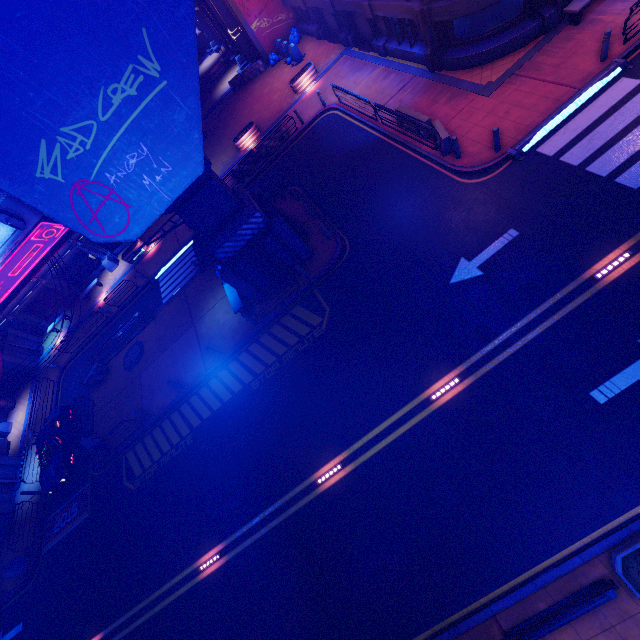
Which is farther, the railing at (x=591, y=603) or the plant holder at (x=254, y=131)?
the plant holder at (x=254, y=131)

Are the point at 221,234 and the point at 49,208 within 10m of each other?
yes

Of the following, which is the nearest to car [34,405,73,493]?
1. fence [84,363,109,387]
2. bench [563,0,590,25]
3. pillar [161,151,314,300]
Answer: fence [84,363,109,387]

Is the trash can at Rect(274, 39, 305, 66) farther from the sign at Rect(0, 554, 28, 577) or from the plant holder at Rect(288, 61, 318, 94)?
the sign at Rect(0, 554, 28, 577)

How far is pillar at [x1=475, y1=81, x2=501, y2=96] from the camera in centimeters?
1473cm

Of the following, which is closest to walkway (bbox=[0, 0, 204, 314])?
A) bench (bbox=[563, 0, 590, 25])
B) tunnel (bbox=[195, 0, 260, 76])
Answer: tunnel (bbox=[195, 0, 260, 76])

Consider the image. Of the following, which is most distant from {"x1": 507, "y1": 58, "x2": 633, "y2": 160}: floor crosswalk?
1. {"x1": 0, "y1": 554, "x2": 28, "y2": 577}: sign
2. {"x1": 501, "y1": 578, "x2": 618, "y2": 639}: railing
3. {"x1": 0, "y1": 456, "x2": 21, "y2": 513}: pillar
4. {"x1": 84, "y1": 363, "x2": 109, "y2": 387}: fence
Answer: {"x1": 0, "y1": 456, "x2": 21, "y2": 513}: pillar

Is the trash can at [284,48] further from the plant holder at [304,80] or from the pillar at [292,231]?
the pillar at [292,231]
